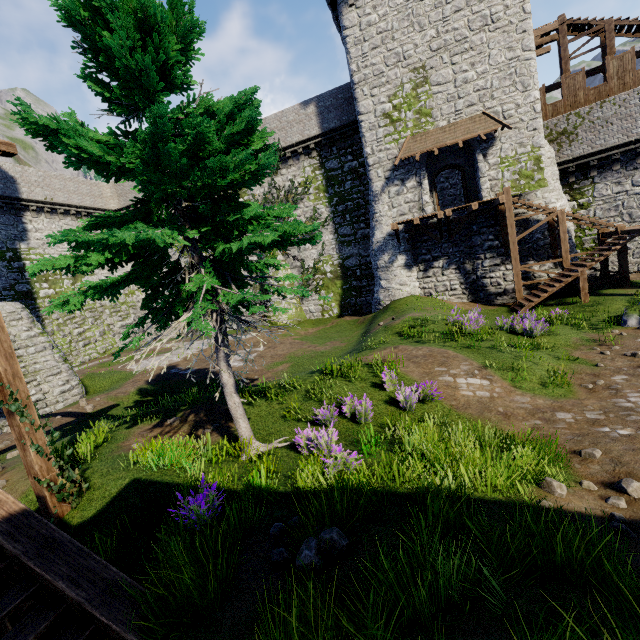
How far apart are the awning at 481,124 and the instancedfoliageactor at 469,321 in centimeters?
1049cm

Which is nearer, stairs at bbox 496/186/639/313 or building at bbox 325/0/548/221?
stairs at bbox 496/186/639/313

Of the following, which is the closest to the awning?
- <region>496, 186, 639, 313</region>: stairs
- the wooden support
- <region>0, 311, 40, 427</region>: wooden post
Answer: <region>496, 186, 639, 313</region>: stairs

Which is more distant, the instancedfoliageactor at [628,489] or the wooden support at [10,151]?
the wooden support at [10,151]

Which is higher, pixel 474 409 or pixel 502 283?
pixel 502 283

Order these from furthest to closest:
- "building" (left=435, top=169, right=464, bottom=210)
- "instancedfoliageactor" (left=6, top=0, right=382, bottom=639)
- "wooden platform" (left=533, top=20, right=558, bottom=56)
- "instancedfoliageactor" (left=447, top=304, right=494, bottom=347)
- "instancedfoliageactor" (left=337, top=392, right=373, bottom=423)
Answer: "building" (left=435, top=169, right=464, bottom=210), "wooden platform" (left=533, top=20, right=558, bottom=56), "instancedfoliageactor" (left=447, top=304, right=494, bottom=347), "instancedfoliageactor" (left=337, top=392, right=373, bottom=423), "instancedfoliageactor" (left=6, top=0, right=382, bottom=639)

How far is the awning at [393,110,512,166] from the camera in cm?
1788

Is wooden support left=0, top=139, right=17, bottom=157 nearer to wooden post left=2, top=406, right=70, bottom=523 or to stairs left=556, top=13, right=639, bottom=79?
wooden post left=2, top=406, right=70, bottom=523
